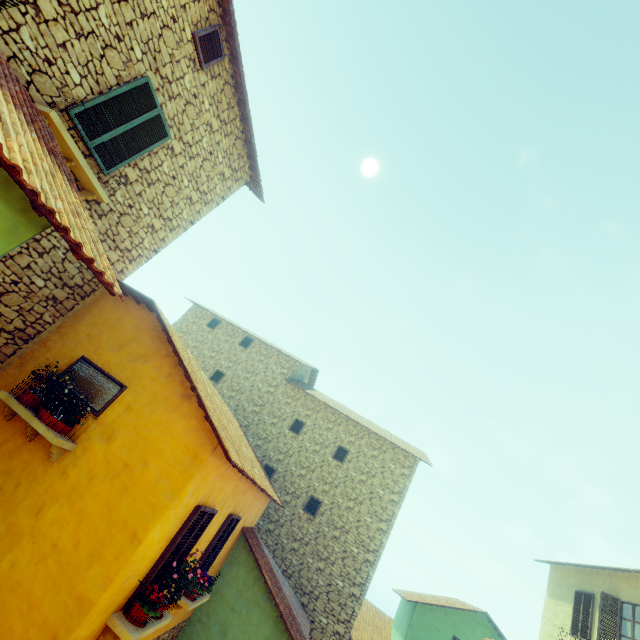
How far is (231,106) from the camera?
7.9 meters

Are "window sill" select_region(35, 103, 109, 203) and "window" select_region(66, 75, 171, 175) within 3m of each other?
yes

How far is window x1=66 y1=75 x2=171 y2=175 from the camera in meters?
5.4

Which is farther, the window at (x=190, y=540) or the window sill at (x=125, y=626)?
the window at (x=190, y=540)

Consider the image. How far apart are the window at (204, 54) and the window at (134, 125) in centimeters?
130cm

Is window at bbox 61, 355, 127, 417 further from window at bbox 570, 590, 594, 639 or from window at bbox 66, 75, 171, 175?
window at bbox 570, 590, 594, 639

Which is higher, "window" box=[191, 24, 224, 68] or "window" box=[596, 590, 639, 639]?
"window" box=[191, 24, 224, 68]

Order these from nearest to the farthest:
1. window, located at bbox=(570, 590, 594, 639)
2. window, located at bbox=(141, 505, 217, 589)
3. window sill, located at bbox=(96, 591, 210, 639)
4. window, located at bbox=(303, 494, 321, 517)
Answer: window sill, located at bbox=(96, 591, 210, 639)
window, located at bbox=(141, 505, 217, 589)
window, located at bbox=(570, 590, 594, 639)
window, located at bbox=(303, 494, 321, 517)
